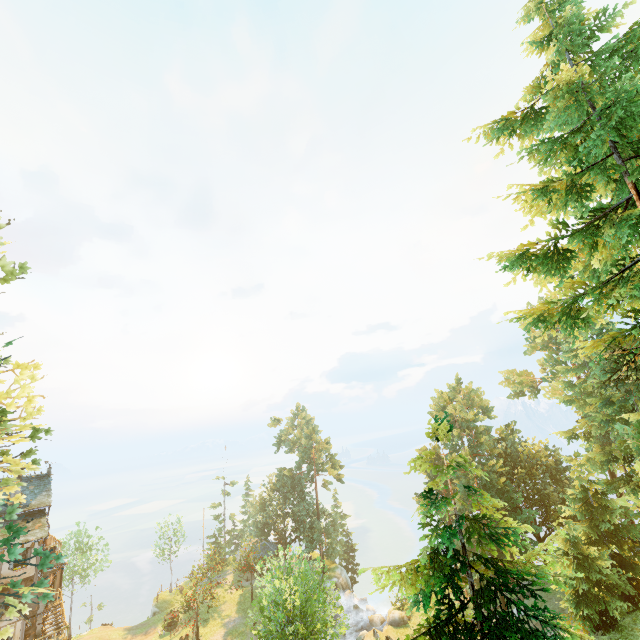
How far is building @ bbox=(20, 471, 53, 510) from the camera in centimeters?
2813cm

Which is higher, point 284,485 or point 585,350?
point 585,350

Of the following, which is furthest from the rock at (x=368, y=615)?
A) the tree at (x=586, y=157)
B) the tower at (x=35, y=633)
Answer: the tower at (x=35, y=633)

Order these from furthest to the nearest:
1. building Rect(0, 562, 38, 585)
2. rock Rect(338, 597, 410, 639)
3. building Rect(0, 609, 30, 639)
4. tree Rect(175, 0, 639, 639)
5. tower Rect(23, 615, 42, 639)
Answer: rock Rect(338, 597, 410, 639) < tower Rect(23, 615, 42, 639) < building Rect(0, 562, 38, 585) < building Rect(0, 609, 30, 639) < tree Rect(175, 0, 639, 639)

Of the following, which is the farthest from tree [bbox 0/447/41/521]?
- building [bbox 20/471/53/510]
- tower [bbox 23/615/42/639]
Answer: tower [bbox 23/615/42/639]

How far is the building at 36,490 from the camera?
28.1 meters

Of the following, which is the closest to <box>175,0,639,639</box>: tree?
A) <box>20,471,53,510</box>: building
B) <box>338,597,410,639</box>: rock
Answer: <box>338,597,410,639</box>: rock

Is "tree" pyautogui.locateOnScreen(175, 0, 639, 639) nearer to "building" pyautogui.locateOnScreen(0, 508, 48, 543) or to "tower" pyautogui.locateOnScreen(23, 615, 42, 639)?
"building" pyautogui.locateOnScreen(0, 508, 48, 543)
